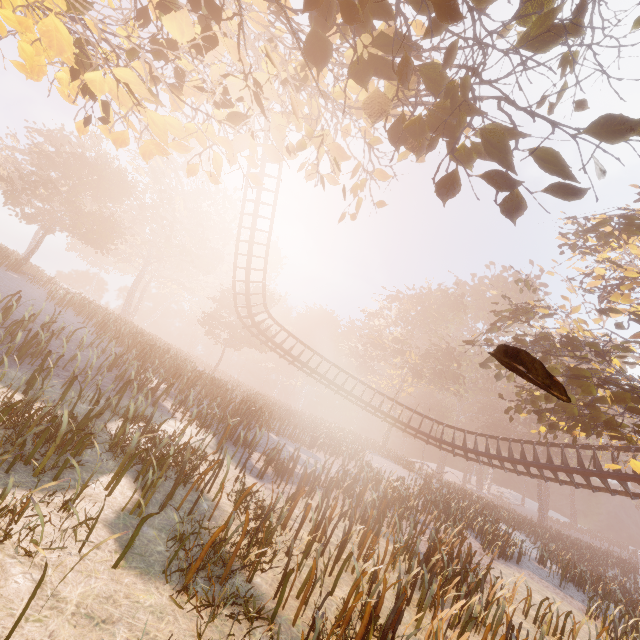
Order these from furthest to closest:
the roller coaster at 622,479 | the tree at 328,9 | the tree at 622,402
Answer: the roller coaster at 622,479
the tree at 622,402
the tree at 328,9

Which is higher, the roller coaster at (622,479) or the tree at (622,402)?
the tree at (622,402)

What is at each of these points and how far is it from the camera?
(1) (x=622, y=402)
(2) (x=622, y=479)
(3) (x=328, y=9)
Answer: (1) tree, 9.95m
(2) roller coaster, 14.66m
(3) tree, 2.52m

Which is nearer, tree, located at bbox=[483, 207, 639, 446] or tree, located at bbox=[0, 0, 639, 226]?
tree, located at bbox=[0, 0, 639, 226]

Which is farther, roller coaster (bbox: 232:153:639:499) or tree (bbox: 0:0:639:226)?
roller coaster (bbox: 232:153:639:499)

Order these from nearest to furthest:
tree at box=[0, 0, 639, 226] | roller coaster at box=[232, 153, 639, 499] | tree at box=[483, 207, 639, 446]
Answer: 1. tree at box=[0, 0, 639, 226]
2. tree at box=[483, 207, 639, 446]
3. roller coaster at box=[232, 153, 639, 499]

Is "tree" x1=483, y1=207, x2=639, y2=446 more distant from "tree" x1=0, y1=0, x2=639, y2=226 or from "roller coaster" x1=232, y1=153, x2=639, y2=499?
"tree" x1=0, y1=0, x2=639, y2=226

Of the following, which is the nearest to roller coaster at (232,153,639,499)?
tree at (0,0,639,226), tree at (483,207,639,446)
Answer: tree at (483,207,639,446)
